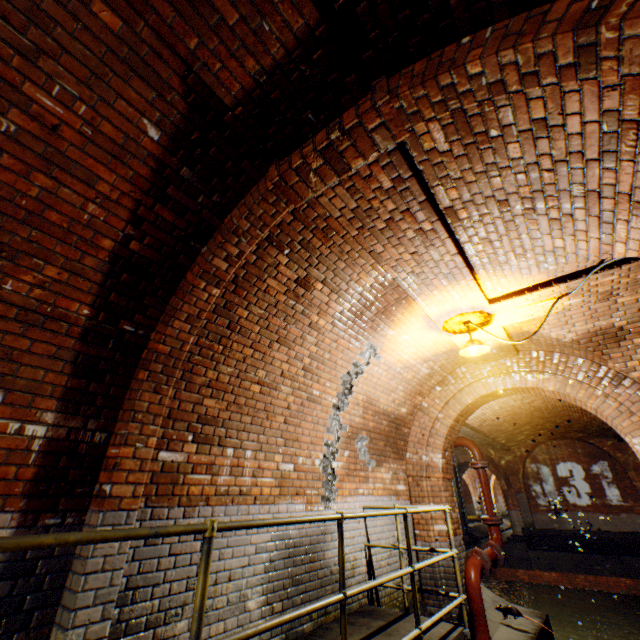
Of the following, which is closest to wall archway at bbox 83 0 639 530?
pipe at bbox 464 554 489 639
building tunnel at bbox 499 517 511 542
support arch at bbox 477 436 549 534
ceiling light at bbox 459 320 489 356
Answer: ceiling light at bbox 459 320 489 356

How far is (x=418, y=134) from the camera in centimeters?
250cm

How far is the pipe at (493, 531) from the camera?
6.0m

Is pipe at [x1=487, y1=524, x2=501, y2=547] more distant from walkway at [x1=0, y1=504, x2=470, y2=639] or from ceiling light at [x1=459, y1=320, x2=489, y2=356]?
ceiling light at [x1=459, y1=320, x2=489, y2=356]

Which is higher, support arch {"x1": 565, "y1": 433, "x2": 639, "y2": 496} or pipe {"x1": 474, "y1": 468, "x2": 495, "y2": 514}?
support arch {"x1": 565, "y1": 433, "x2": 639, "y2": 496}

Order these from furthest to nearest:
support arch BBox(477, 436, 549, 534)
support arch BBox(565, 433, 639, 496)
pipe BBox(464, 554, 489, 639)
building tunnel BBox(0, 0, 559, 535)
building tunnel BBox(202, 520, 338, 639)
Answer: support arch BBox(477, 436, 549, 534) → support arch BBox(565, 433, 639, 496) → pipe BBox(464, 554, 489, 639) → building tunnel BBox(202, 520, 338, 639) → building tunnel BBox(0, 0, 559, 535)

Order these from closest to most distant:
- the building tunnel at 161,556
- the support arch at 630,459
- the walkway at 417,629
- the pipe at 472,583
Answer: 1. the walkway at 417,629
2. the building tunnel at 161,556
3. the pipe at 472,583
4. the support arch at 630,459

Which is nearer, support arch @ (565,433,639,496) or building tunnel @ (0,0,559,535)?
building tunnel @ (0,0,559,535)
